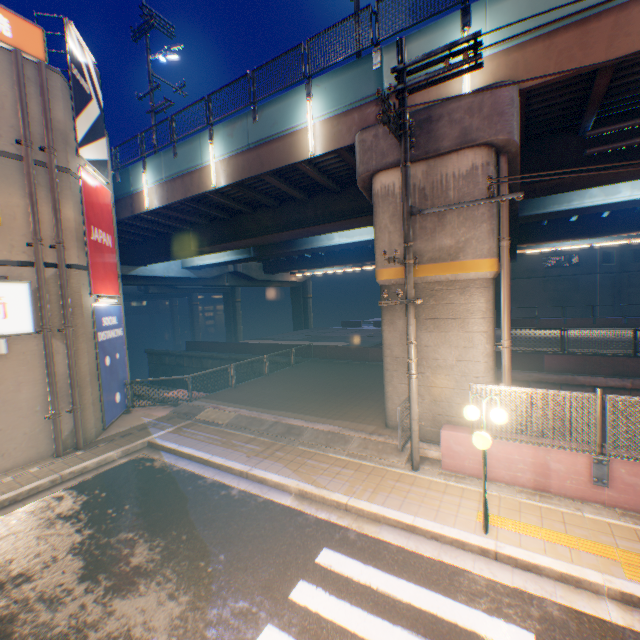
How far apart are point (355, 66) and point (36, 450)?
15.2 meters

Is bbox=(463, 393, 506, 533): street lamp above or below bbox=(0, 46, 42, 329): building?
below

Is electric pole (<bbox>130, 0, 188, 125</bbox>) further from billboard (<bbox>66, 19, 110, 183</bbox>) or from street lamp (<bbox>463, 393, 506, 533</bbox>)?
street lamp (<bbox>463, 393, 506, 533</bbox>)

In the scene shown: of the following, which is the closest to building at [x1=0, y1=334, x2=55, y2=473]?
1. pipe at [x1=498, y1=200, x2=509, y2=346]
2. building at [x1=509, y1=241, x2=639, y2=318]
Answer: pipe at [x1=498, y1=200, x2=509, y2=346]

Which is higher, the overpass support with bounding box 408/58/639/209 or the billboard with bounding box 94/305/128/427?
the overpass support with bounding box 408/58/639/209

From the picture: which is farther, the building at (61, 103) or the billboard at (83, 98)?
the billboard at (83, 98)

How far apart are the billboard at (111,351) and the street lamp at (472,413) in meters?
11.5 m

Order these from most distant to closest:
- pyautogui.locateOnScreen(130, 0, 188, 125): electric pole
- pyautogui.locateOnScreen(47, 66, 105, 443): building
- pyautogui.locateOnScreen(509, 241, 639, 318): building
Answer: pyautogui.locateOnScreen(509, 241, 639, 318): building
pyautogui.locateOnScreen(130, 0, 188, 125): electric pole
pyautogui.locateOnScreen(47, 66, 105, 443): building
